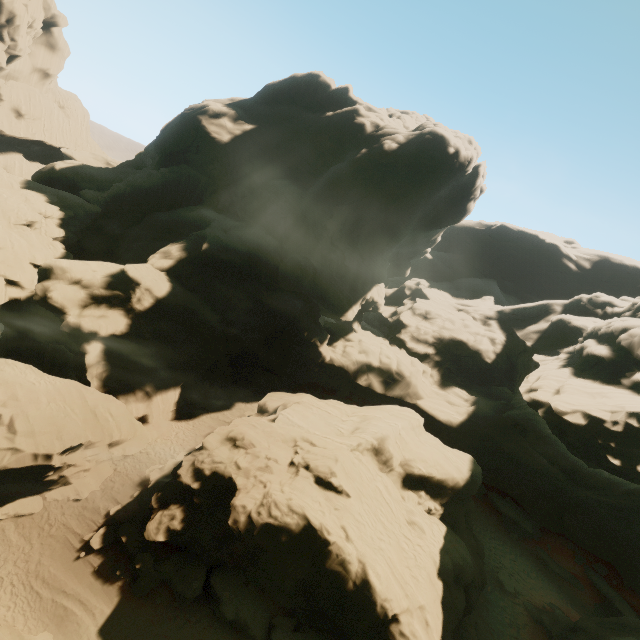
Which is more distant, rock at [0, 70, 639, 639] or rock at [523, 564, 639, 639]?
rock at [523, 564, 639, 639]

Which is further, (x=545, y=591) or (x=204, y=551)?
(x=545, y=591)

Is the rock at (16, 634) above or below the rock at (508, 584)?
below

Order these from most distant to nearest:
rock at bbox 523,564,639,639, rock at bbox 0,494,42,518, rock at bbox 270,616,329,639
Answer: rock at bbox 523,564,639,639 < rock at bbox 0,494,42,518 < rock at bbox 270,616,329,639

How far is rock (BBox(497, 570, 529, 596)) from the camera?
23.75m
